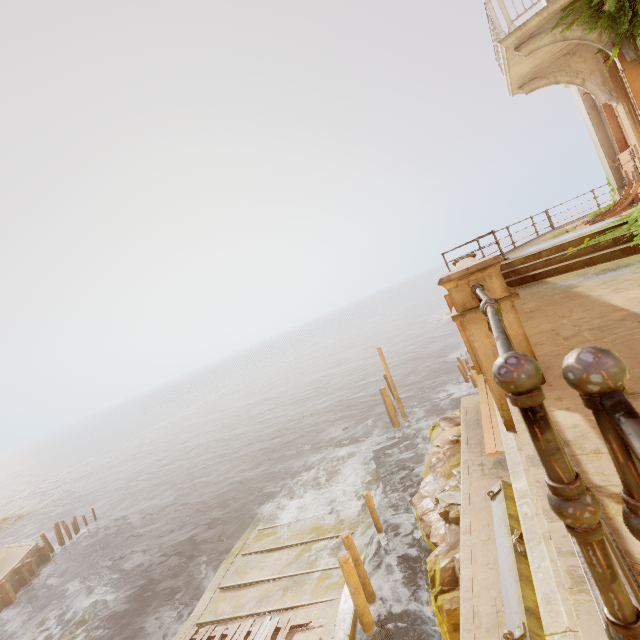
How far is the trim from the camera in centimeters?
678cm

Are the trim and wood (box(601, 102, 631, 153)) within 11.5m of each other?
yes

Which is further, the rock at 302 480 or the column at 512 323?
the rock at 302 480

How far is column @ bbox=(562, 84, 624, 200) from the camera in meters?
10.1

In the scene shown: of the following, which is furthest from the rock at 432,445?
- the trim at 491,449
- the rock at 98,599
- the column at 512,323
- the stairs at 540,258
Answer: the rock at 98,599

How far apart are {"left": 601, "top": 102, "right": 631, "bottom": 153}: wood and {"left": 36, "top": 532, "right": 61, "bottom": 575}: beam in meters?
38.6

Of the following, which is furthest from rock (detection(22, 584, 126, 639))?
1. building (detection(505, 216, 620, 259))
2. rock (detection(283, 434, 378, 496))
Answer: building (detection(505, 216, 620, 259))

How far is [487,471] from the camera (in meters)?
8.89
